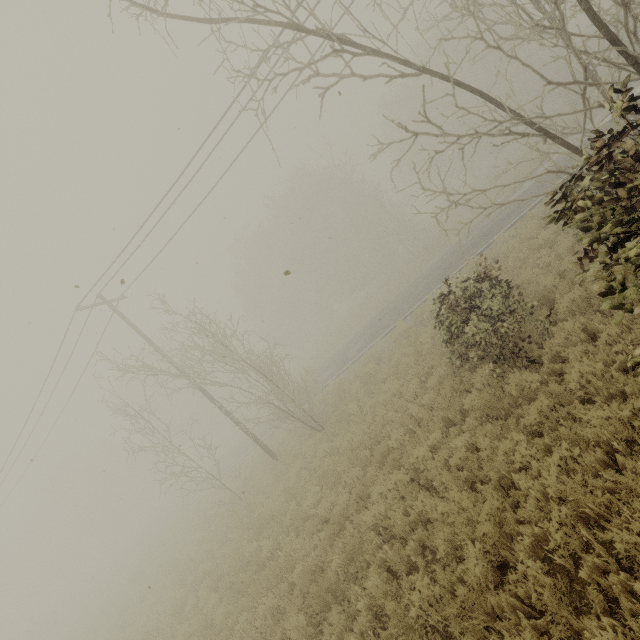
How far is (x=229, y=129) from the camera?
11.85m
